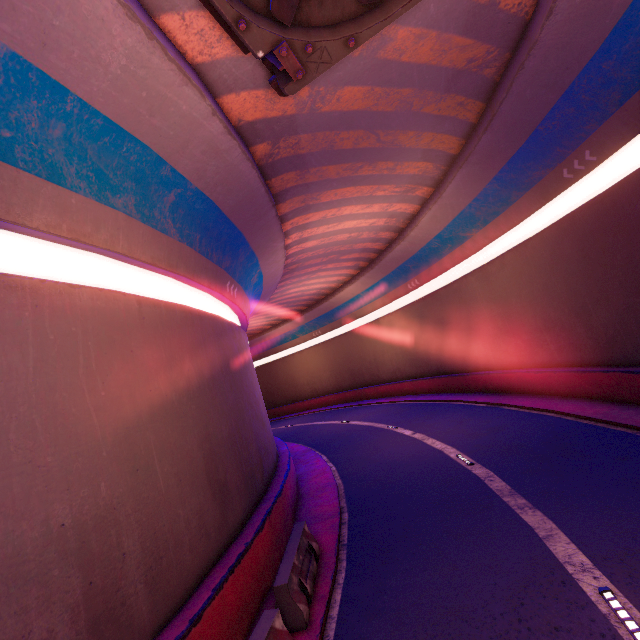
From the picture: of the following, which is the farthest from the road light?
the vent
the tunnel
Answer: the vent

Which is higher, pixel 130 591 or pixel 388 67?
pixel 388 67

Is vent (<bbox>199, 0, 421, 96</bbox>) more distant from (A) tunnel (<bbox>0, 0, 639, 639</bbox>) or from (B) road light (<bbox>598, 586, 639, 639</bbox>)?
(B) road light (<bbox>598, 586, 639, 639</bbox>)

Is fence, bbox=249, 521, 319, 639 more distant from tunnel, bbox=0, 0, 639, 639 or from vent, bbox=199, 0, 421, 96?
vent, bbox=199, 0, 421, 96

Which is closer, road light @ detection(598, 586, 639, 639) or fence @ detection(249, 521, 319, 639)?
road light @ detection(598, 586, 639, 639)

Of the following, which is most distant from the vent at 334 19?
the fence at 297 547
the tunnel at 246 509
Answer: the fence at 297 547

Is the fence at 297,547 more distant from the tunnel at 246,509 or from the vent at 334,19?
the vent at 334,19

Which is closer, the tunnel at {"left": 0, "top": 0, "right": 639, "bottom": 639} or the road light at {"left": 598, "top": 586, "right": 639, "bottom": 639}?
the road light at {"left": 598, "top": 586, "right": 639, "bottom": 639}
